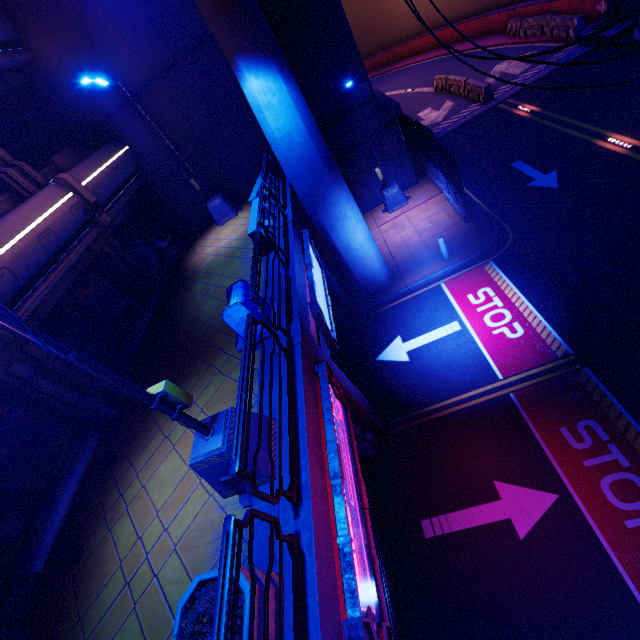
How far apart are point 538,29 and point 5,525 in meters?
33.0 m

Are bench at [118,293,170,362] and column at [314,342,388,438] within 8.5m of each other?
yes

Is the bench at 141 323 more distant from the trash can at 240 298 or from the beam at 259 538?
the beam at 259 538

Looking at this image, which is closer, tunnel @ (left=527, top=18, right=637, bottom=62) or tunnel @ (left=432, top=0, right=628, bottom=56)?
tunnel @ (left=527, top=18, right=637, bottom=62)

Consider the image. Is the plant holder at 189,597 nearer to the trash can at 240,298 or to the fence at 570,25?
the trash can at 240,298

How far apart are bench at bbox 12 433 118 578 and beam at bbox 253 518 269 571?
3.96m

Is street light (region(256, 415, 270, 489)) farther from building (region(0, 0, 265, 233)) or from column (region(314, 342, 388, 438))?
building (region(0, 0, 265, 233))

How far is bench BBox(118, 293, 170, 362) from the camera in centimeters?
920cm
